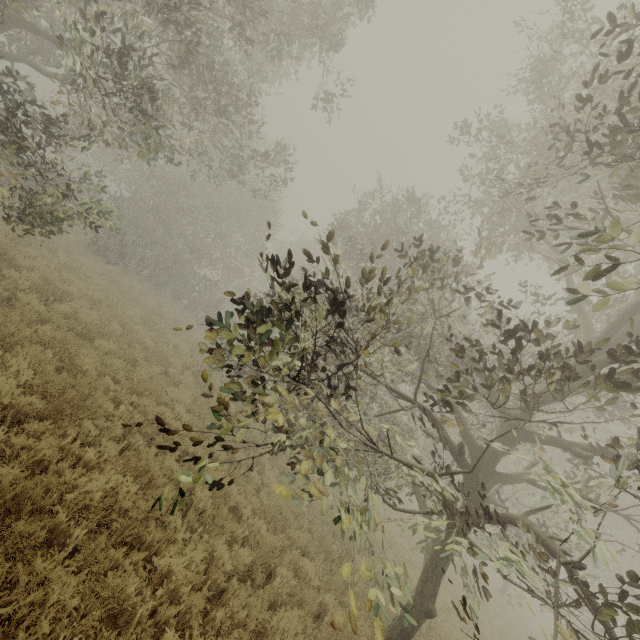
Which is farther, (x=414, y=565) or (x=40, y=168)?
(x=40, y=168)
